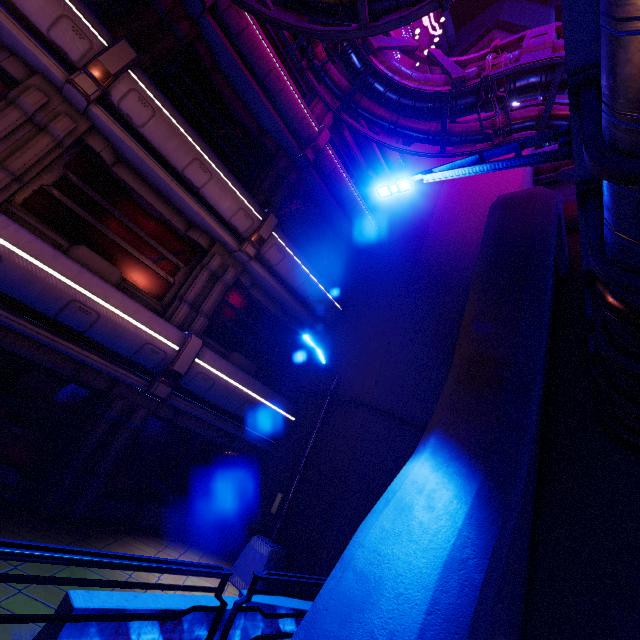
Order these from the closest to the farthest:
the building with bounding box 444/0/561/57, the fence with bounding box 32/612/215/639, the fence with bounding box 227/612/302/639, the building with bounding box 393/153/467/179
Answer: the fence with bounding box 32/612/215/639
the fence with bounding box 227/612/302/639
the building with bounding box 393/153/467/179
the building with bounding box 444/0/561/57

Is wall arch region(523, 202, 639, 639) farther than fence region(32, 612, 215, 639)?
Yes

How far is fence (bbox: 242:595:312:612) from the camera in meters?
5.0 m

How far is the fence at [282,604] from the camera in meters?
5.0

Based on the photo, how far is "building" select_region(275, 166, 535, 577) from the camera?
8.8 meters

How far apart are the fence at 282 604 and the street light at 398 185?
7.6m

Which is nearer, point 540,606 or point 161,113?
point 540,606

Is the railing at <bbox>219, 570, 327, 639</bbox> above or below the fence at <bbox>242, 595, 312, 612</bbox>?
above
